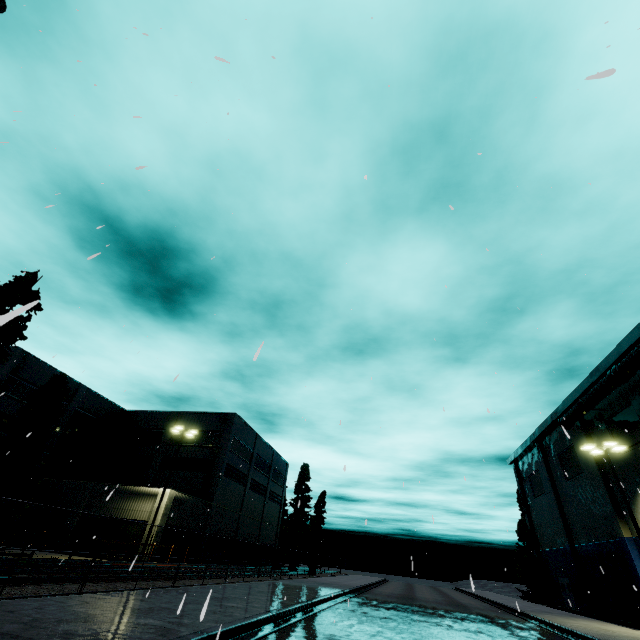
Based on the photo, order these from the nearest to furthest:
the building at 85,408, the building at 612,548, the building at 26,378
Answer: the building at 612,548
the building at 85,408
the building at 26,378

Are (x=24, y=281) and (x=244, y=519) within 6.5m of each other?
no

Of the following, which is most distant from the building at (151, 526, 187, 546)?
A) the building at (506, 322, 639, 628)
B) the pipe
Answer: the building at (506, 322, 639, 628)

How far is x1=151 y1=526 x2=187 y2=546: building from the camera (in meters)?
26.04

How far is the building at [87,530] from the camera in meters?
27.2

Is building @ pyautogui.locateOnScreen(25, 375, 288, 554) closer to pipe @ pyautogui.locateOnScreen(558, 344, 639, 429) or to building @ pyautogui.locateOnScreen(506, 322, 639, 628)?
pipe @ pyautogui.locateOnScreen(558, 344, 639, 429)

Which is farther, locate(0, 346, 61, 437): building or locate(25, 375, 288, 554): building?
locate(0, 346, 61, 437): building
